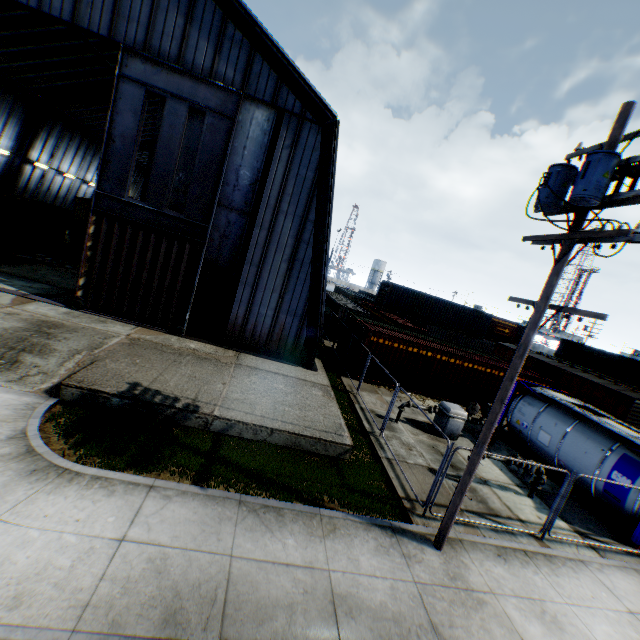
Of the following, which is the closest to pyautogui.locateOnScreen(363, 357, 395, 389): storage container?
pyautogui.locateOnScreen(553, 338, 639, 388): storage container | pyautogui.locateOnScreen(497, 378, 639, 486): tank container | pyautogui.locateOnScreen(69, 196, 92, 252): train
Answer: pyautogui.locateOnScreen(497, 378, 639, 486): tank container

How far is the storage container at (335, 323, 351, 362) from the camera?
20.4 meters

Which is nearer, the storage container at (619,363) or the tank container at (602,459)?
the tank container at (602,459)

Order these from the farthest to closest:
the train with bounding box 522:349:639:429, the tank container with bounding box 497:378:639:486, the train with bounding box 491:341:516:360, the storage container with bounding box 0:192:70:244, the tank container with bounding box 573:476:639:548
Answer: the train with bounding box 491:341:516:360, the storage container with bounding box 0:192:70:244, the train with bounding box 522:349:639:429, the tank container with bounding box 497:378:639:486, the tank container with bounding box 573:476:639:548

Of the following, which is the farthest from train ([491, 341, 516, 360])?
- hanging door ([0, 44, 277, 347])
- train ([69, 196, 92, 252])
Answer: train ([69, 196, 92, 252])

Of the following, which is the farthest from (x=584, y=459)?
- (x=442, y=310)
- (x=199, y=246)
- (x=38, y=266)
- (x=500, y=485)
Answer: (x=38, y=266)

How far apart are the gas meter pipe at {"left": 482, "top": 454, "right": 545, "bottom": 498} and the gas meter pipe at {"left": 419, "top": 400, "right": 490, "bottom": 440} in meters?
2.8 m

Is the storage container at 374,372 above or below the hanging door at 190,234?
below
